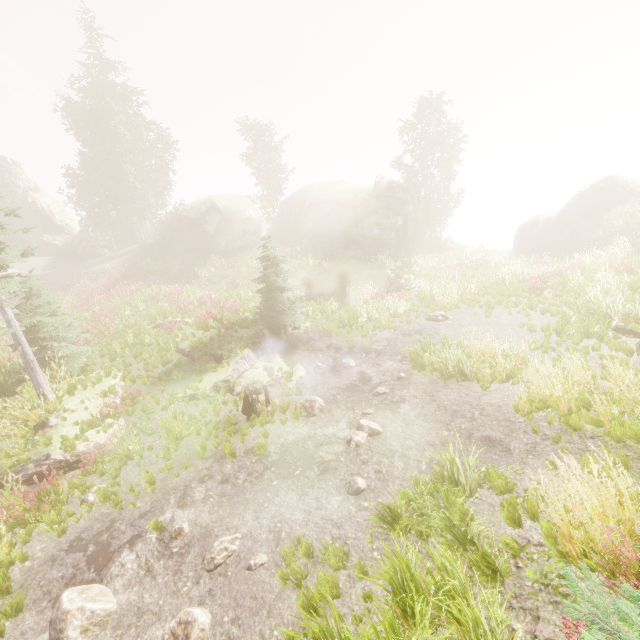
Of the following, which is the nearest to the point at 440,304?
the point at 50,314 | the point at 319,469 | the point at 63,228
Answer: the point at 319,469

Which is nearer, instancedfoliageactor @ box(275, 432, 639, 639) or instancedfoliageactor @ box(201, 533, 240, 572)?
instancedfoliageactor @ box(275, 432, 639, 639)

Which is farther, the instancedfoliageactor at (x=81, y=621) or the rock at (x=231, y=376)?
the rock at (x=231, y=376)

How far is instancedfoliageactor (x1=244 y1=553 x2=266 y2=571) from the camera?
5.7 meters

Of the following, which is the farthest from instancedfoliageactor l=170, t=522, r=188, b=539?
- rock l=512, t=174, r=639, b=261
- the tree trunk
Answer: the tree trunk

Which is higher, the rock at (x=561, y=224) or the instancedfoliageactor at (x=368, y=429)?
the rock at (x=561, y=224)
